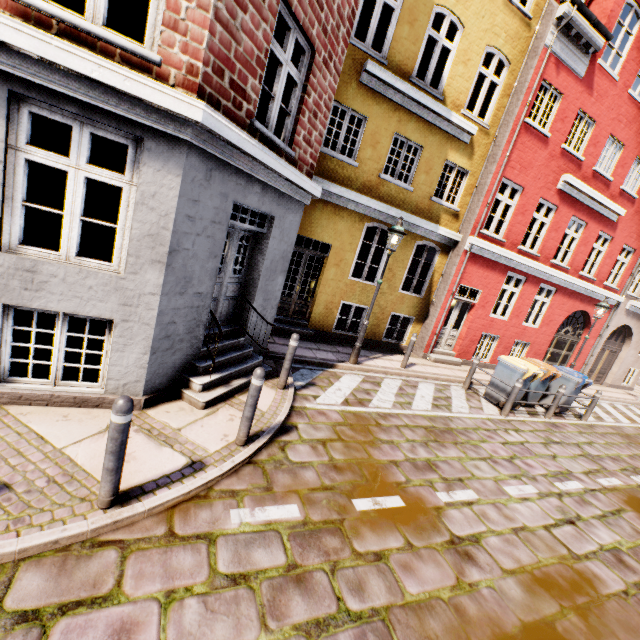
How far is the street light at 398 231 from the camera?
7.86m

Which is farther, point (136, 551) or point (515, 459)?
point (515, 459)

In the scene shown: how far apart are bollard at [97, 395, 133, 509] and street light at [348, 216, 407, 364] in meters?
6.3 m

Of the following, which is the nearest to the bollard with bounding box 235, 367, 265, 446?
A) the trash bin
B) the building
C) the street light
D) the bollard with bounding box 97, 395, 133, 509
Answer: the bollard with bounding box 97, 395, 133, 509

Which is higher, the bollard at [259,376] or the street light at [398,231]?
the street light at [398,231]

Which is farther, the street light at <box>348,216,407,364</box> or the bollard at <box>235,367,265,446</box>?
the street light at <box>348,216,407,364</box>

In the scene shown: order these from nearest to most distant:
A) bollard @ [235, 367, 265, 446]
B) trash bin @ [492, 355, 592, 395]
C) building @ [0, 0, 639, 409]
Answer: building @ [0, 0, 639, 409], bollard @ [235, 367, 265, 446], trash bin @ [492, 355, 592, 395]

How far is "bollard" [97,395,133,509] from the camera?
2.7 meters
